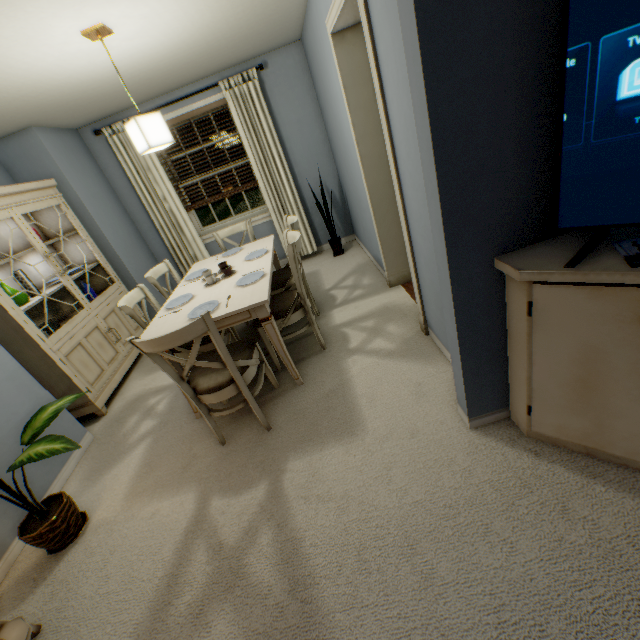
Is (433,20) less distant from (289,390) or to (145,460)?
(289,390)

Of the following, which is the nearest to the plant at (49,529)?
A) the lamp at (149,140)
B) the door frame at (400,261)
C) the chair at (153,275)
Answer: the chair at (153,275)

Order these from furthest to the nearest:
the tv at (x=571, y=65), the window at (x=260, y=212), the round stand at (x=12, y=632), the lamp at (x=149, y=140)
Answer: the window at (x=260, y=212)
the lamp at (x=149, y=140)
the round stand at (x=12, y=632)
the tv at (x=571, y=65)

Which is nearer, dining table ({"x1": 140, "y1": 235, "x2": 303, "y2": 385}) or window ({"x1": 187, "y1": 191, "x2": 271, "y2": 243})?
dining table ({"x1": 140, "y1": 235, "x2": 303, "y2": 385})

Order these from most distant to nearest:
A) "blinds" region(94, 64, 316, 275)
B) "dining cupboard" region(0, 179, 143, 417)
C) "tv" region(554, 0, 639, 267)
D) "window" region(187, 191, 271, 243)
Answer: "window" region(187, 191, 271, 243) < "blinds" region(94, 64, 316, 275) < "dining cupboard" region(0, 179, 143, 417) < "tv" region(554, 0, 639, 267)

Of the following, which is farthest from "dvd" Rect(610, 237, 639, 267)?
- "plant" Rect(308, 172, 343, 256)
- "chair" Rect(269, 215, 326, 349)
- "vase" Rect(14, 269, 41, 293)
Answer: "vase" Rect(14, 269, 41, 293)

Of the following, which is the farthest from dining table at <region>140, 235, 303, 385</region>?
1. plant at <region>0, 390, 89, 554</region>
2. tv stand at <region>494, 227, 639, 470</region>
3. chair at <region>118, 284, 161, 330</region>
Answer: tv stand at <region>494, 227, 639, 470</region>

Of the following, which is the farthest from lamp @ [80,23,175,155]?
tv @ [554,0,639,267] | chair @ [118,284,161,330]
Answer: tv @ [554,0,639,267]
